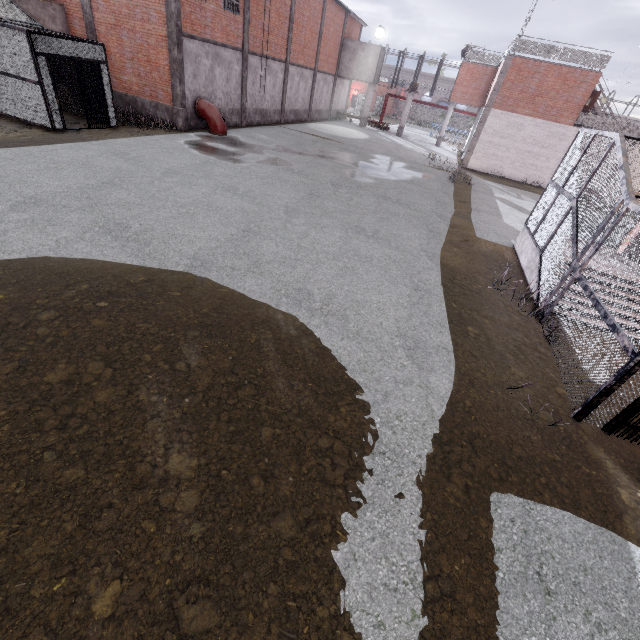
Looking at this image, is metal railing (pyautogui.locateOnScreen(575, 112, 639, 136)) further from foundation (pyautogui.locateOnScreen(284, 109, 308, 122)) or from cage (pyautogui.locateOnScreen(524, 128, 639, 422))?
foundation (pyautogui.locateOnScreen(284, 109, 308, 122))

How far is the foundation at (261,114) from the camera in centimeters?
2227cm

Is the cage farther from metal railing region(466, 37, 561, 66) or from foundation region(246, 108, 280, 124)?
foundation region(246, 108, 280, 124)

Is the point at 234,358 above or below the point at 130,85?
below

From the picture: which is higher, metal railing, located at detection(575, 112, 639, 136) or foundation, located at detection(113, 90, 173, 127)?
metal railing, located at detection(575, 112, 639, 136)

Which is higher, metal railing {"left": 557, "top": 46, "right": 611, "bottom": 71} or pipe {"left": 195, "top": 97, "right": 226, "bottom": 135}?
metal railing {"left": 557, "top": 46, "right": 611, "bottom": 71}

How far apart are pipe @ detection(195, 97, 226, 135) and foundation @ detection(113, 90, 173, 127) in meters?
1.1

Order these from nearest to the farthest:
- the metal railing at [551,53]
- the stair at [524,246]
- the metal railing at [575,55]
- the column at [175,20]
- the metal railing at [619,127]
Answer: the stair at [524,246]
the column at [175,20]
the metal railing at [575,55]
the metal railing at [551,53]
the metal railing at [619,127]
